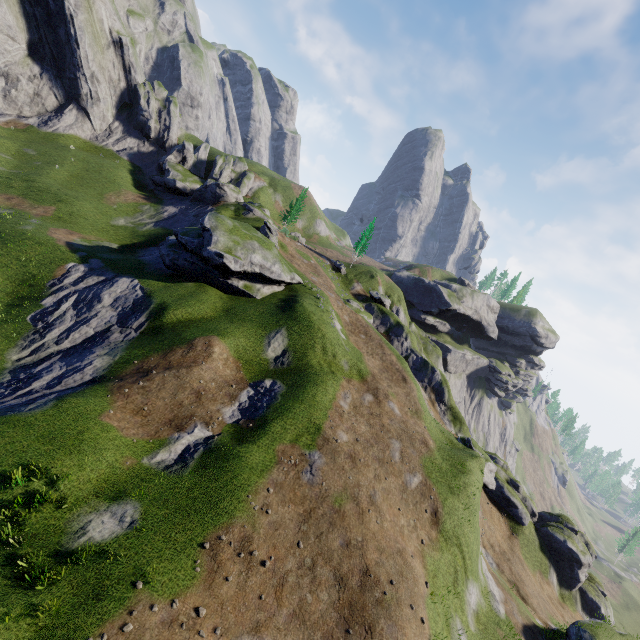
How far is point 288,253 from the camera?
50.62m
